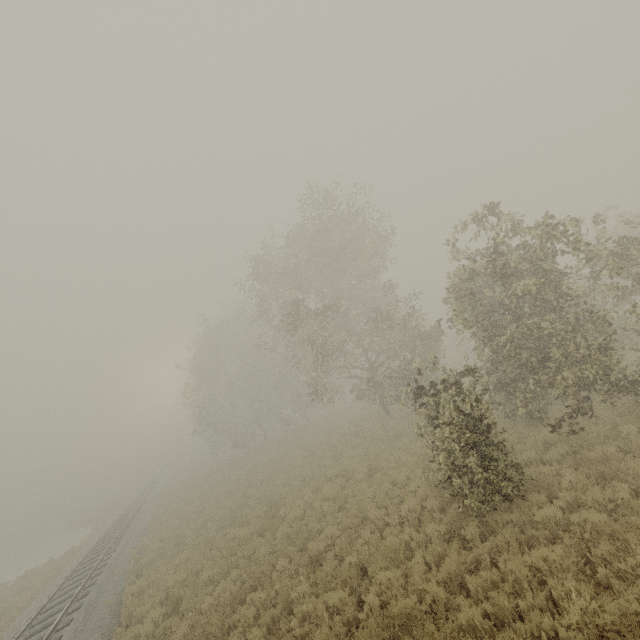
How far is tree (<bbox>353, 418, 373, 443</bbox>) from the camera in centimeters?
2012cm

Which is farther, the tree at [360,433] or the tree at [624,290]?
the tree at [360,433]

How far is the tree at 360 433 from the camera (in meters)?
20.12

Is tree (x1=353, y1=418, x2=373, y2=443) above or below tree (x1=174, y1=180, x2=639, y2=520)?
below

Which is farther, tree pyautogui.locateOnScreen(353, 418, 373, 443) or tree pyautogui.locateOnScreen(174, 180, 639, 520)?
tree pyautogui.locateOnScreen(353, 418, 373, 443)

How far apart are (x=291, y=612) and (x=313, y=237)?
18.5m
